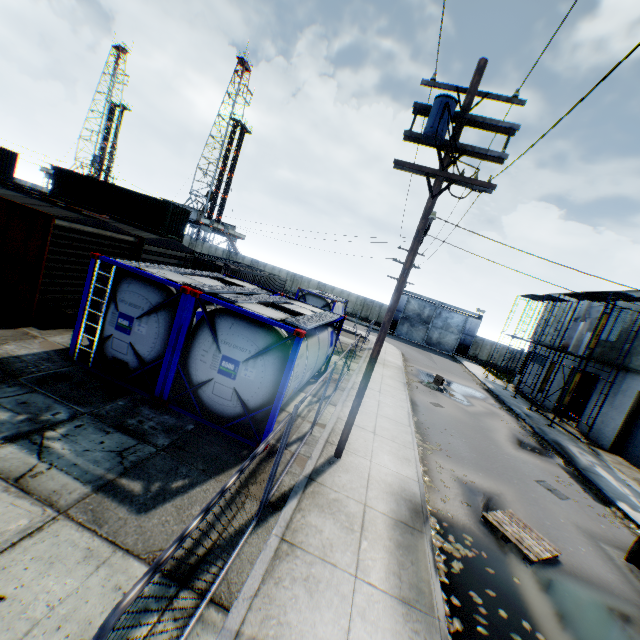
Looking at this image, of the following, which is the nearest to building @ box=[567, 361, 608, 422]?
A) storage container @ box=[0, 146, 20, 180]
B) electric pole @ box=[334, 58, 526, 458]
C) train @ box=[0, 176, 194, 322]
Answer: electric pole @ box=[334, 58, 526, 458]

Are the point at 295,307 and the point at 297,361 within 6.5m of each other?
yes

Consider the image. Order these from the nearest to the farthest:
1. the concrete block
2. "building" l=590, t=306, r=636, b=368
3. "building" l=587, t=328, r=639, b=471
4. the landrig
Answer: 1. the concrete block
2. "building" l=587, t=328, r=639, b=471
3. "building" l=590, t=306, r=636, b=368
4. the landrig

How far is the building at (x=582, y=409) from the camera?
21.5m

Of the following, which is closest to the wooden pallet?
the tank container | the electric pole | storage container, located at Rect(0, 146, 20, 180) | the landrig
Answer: the electric pole

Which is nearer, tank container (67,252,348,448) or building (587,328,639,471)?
tank container (67,252,348,448)

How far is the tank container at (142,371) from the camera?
7.6 meters

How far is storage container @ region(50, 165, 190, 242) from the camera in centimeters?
2648cm
